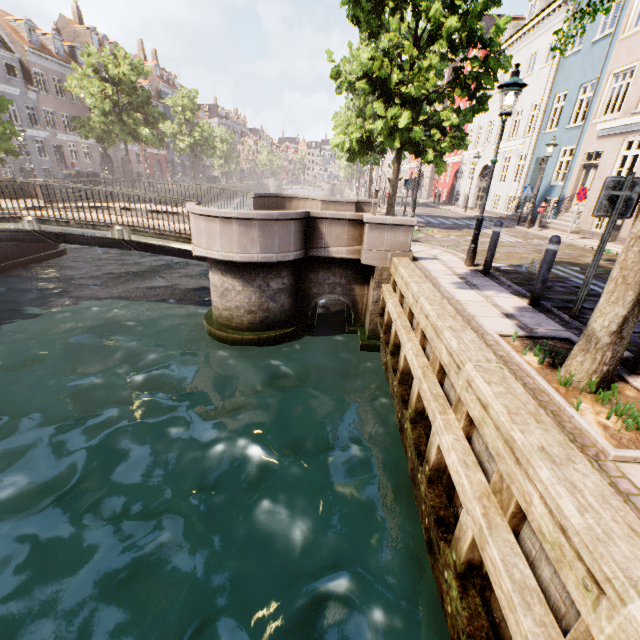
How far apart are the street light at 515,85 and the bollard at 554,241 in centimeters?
241cm

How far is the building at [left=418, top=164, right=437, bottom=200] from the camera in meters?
39.2

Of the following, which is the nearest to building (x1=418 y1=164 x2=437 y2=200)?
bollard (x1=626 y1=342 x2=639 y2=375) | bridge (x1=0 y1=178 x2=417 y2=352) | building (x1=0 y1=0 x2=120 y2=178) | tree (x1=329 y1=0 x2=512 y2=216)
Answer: tree (x1=329 y1=0 x2=512 y2=216)

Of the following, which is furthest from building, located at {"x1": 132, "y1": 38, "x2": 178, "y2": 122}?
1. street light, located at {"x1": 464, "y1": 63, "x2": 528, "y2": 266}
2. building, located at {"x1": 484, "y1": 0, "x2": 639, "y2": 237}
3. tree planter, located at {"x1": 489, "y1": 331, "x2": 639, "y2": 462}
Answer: building, located at {"x1": 484, "y1": 0, "x2": 639, "y2": 237}

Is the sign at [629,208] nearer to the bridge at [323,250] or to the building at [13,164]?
the bridge at [323,250]

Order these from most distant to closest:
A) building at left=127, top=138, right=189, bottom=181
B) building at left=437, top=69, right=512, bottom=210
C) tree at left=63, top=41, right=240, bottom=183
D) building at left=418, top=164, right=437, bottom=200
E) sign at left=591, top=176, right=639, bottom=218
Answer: building at left=127, top=138, right=189, bottom=181, building at left=418, top=164, right=437, bottom=200, tree at left=63, top=41, right=240, bottom=183, building at left=437, top=69, right=512, bottom=210, sign at left=591, top=176, right=639, bottom=218

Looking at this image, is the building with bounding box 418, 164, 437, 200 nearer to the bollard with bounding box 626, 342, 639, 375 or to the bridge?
the bollard with bounding box 626, 342, 639, 375

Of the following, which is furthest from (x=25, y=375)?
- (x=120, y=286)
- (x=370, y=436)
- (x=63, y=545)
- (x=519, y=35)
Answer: (x=519, y=35)
